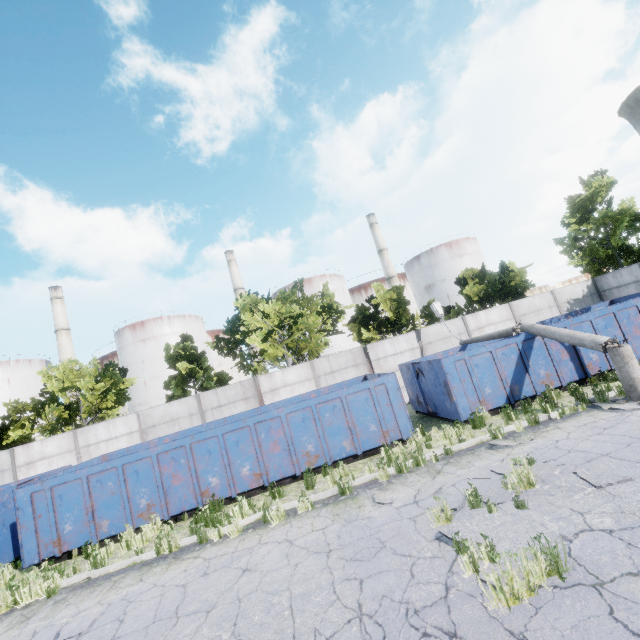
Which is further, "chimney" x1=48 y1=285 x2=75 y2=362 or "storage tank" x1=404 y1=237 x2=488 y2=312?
"storage tank" x1=404 y1=237 x2=488 y2=312

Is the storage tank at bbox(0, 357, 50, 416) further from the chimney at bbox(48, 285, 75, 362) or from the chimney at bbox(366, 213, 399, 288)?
the chimney at bbox(366, 213, 399, 288)

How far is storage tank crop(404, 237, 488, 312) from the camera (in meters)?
51.59

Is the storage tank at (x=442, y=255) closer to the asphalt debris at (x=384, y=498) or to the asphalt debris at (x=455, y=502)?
the asphalt debris at (x=455, y=502)

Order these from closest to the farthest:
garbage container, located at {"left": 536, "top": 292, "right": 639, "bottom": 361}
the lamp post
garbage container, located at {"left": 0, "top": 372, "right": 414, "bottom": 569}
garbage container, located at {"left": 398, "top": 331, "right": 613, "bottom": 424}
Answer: the lamp post, garbage container, located at {"left": 0, "top": 372, "right": 414, "bottom": 569}, garbage container, located at {"left": 398, "top": 331, "right": 613, "bottom": 424}, garbage container, located at {"left": 536, "top": 292, "right": 639, "bottom": 361}

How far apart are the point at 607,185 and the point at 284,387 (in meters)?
23.55

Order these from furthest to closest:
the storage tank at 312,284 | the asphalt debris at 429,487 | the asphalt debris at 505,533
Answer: the storage tank at 312,284 → the asphalt debris at 429,487 → the asphalt debris at 505,533

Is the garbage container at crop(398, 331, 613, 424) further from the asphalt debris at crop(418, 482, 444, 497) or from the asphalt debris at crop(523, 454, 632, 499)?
the asphalt debris at crop(418, 482, 444, 497)
